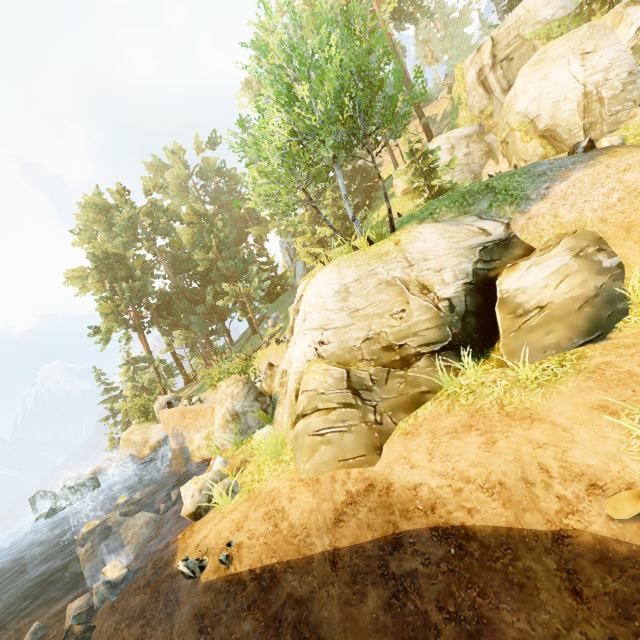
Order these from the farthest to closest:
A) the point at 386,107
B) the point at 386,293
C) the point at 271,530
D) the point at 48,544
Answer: the point at 48,544 < the point at 386,107 < the point at 386,293 < the point at 271,530

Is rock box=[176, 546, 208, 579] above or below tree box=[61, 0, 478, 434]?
below

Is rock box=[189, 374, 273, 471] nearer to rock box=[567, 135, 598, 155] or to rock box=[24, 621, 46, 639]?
rock box=[24, 621, 46, 639]

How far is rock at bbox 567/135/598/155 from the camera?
12.2 meters

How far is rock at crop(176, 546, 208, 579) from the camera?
6.9 meters

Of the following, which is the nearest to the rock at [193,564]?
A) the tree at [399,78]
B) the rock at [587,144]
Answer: the tree at [399,78]

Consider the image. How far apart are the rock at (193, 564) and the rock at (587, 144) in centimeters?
1790cm

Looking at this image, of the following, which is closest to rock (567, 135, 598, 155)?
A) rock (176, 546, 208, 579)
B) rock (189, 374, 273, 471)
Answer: rock (189, 374, 273, 471)
